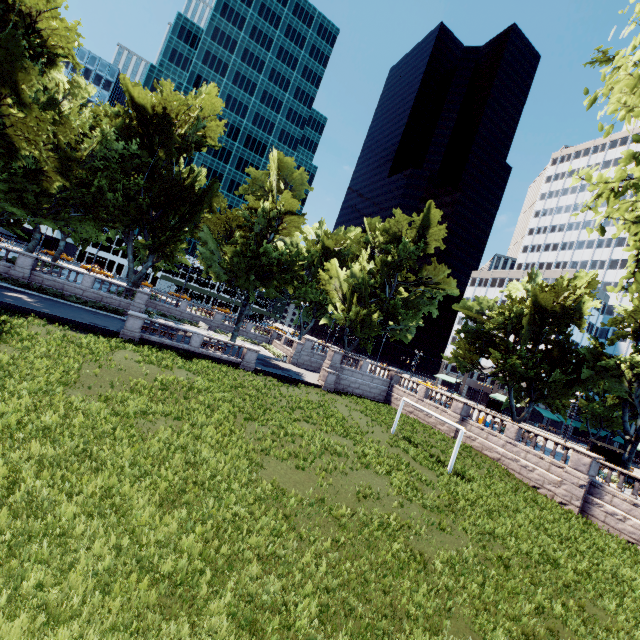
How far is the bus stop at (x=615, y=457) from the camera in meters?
35.0

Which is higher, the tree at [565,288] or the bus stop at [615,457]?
the tree at [565,288]

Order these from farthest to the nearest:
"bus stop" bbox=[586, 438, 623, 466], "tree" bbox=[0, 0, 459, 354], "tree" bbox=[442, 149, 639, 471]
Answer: "bus stop" bbox=[586, 438, 623, 466] → "tree" bbox=[0, 0, 459, 354] → "tree" bbox=[442, 149, 639, 471]

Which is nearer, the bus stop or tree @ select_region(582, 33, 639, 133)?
tree @ select_region(582, 33, 639, 133)

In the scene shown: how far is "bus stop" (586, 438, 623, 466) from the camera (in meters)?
35.03

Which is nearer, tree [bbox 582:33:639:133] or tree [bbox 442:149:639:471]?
tree [bbox 582:33:639:133]

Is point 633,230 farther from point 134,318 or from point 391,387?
point 391,387
